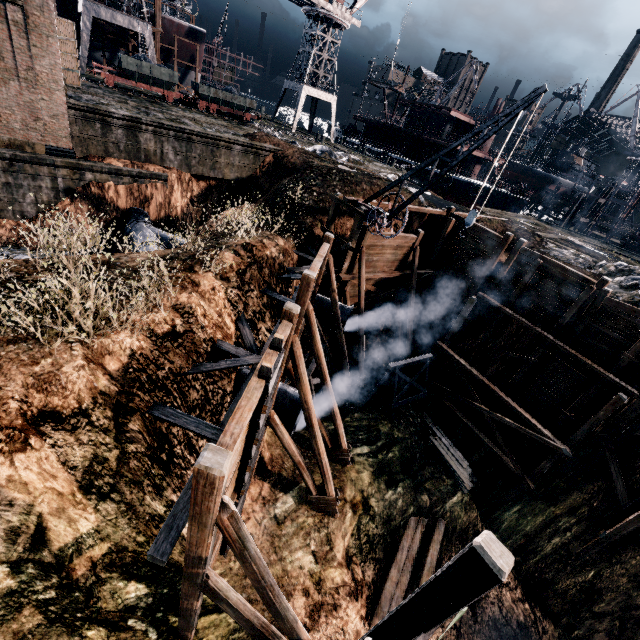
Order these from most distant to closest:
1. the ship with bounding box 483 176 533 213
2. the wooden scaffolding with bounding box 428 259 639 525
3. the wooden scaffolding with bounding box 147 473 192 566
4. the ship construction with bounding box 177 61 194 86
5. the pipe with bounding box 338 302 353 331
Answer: the ship construction with bounding box 177 61 194 86 < the ship with bounding box 483 176 533 213 < the pipe with bounding box 338 302 353 331 < the wooden scaffolding with bounding box 428 259 639 525 < the wooden scaffolding with bounding box 147 473 192 566

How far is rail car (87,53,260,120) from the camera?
28.6 meters

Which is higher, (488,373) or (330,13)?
(330,13)

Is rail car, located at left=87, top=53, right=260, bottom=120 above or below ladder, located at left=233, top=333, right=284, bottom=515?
above

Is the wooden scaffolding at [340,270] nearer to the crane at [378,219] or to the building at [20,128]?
the crane at [378,219]

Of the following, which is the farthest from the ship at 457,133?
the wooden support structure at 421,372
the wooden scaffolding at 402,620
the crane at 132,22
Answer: the wooden scaffolding at 402,620

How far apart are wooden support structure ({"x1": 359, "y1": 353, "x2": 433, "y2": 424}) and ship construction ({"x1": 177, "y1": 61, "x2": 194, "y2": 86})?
52.3m
